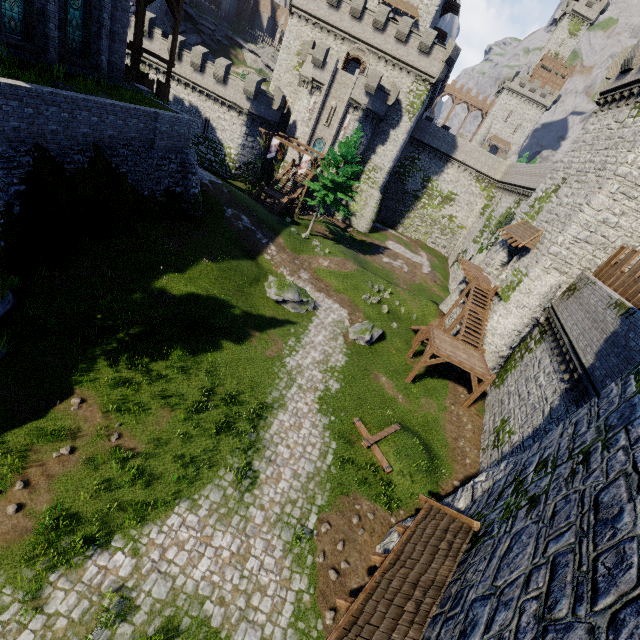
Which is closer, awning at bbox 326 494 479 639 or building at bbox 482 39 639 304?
awning at bbox 326 494 479 639

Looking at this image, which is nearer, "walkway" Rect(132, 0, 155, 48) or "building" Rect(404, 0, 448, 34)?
"walkway" Rect(132, 0, 155, 48)

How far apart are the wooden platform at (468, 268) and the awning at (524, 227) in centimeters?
309cm

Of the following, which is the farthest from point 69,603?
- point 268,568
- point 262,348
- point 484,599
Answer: point 262,348

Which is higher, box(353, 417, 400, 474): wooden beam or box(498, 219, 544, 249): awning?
box(498, 219, 544, 249): awning

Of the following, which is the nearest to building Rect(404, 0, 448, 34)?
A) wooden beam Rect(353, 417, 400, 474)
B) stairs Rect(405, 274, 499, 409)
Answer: stairs Rect(405, 274, 499, 409)

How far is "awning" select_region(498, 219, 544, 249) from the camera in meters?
22.1

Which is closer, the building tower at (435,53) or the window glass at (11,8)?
the window glass at (11,8)
